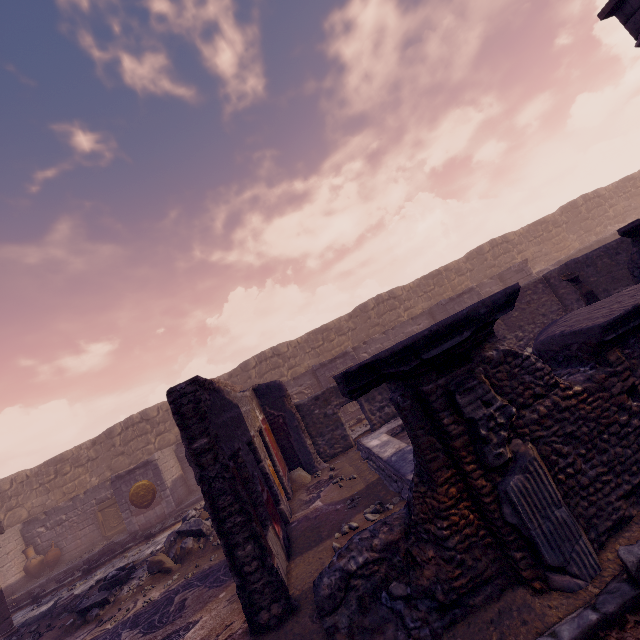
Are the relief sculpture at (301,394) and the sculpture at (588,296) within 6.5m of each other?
no

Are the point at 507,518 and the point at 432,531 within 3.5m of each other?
yes

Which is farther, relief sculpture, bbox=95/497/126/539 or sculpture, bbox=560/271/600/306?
relief sculpture, bbox=95/497/126/539

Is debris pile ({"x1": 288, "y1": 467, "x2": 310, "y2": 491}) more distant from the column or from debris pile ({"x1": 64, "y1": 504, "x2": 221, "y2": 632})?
the column

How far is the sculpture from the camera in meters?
7.2

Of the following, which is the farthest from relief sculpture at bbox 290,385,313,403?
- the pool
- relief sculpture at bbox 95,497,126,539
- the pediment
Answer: A: the pediment

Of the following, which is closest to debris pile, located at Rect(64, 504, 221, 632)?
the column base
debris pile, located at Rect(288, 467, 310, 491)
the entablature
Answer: debris pile, located at Rect(288, 467, 310, 491)

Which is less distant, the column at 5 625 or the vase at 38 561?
the column at 5 625
